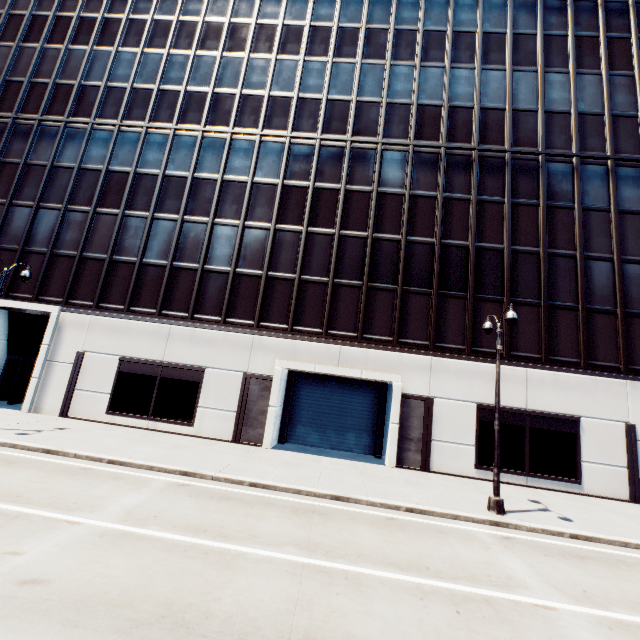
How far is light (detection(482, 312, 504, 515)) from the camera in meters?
11.2

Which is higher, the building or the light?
the building

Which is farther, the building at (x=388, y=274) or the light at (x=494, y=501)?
the building at (x=388, y=274)

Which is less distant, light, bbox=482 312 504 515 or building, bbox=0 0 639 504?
light, bbox=482 312 504 515

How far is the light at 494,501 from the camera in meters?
11.2

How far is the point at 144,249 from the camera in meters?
20.0
